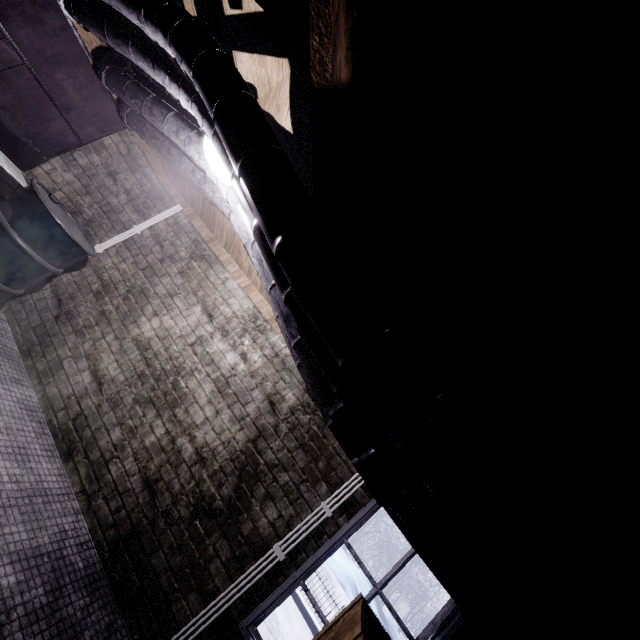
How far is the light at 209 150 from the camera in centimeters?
183cm

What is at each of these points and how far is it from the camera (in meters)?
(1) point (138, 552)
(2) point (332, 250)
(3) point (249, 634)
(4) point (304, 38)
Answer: (1) window, 2.30
(2) pipe, 0.88
(3) window, 2.12
(4) beam, 0.76

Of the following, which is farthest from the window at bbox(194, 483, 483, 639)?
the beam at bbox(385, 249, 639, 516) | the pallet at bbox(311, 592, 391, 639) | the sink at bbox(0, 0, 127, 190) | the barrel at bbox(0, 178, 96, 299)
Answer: the sink at bbox(0, 0, 127, 190)

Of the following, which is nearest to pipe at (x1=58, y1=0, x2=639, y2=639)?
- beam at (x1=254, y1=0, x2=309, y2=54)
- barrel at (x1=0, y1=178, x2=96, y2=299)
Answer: beam at (x1=254, y1=0, x2=309, y2=54)

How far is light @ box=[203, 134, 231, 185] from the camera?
1.83m

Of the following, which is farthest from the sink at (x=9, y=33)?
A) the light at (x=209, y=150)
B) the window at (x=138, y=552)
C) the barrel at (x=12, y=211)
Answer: the window at (x=138, y=552)

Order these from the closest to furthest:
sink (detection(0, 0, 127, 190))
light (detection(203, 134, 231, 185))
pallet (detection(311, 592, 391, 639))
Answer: A:
pallet (detection(311, 592, 391, 639))
light (detection(203, 134, 231, 185))
sink (detection(0, 0, 127, 190))

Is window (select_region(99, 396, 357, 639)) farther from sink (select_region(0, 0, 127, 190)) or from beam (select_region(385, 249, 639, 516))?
sink (select_region(0, 0, 127, 190))
